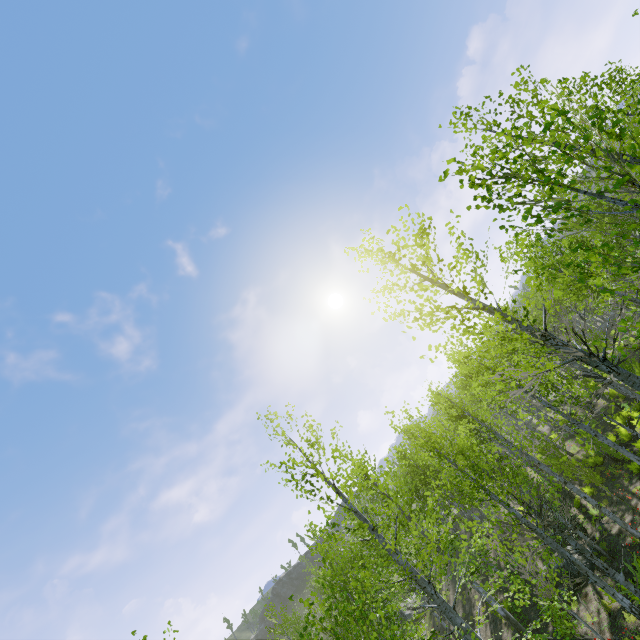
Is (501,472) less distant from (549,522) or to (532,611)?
(549,522)
